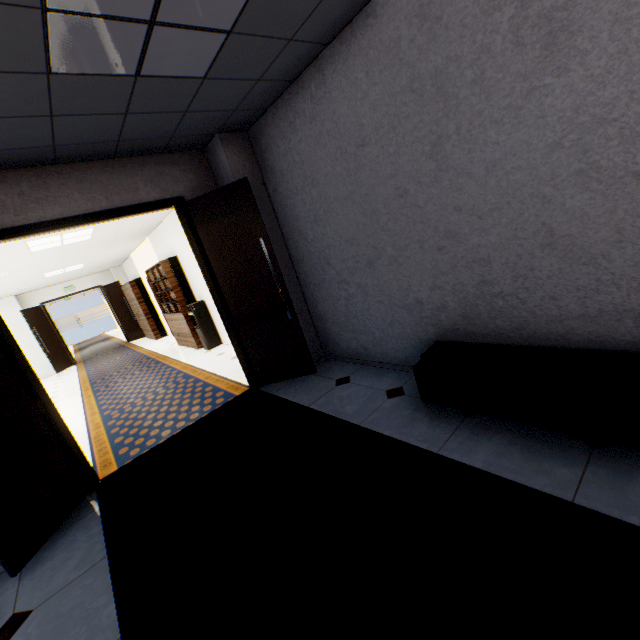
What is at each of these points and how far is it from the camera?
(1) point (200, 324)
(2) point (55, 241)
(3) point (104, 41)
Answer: (1) water cooler, 7.2m
(2) light, 5.8m
(3) light, 1.8m

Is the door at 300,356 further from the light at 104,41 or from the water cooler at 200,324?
the water cooler at 200,324

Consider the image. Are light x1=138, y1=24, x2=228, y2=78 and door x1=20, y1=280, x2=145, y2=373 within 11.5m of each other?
no

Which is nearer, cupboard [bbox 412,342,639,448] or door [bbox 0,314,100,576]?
cupboard [bbox 412,342,639,448]

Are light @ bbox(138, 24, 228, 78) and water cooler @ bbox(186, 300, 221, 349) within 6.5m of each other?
yes

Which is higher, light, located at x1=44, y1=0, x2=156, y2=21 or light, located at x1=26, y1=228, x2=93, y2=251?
light, located at x1=26, y1=228, x2=93, y2=251

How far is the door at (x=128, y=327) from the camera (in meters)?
11.20

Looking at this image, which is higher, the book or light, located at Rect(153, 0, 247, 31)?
light, located at Rect(153, 0, 247, 31)
